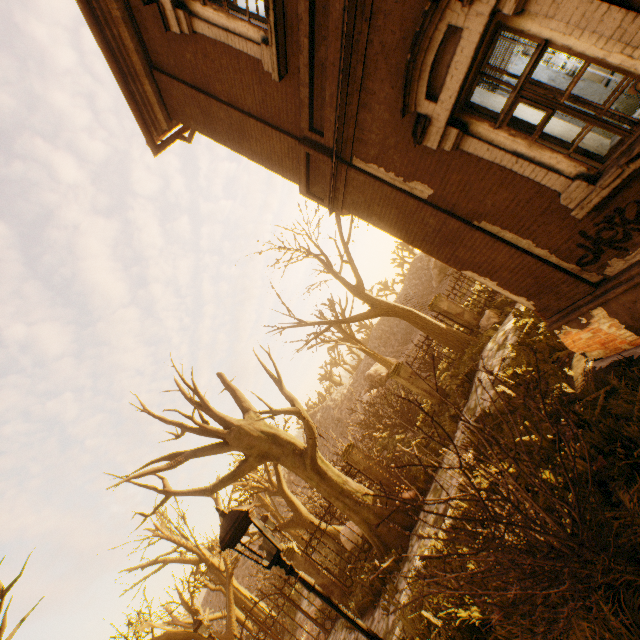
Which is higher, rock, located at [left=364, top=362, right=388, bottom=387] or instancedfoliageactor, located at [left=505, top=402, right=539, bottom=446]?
rock, located at [left=364, top=362, right=388, bottom=387]

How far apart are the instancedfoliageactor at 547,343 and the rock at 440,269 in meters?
39.3

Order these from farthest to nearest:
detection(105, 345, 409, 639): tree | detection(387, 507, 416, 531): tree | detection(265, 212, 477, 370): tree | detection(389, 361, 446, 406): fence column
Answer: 1. detection(389, 361, 446, 406): fence column
2. detection(265, 212, 477, 370): tree
3. detection(105, 345, 409, 639): tree
4. detection(387, 507, 416, 531): tree

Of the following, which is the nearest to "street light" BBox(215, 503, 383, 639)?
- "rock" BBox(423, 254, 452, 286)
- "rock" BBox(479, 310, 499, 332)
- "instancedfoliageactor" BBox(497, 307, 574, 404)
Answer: "instancedfoliageactor" BBox(497, 307, 574, 404)

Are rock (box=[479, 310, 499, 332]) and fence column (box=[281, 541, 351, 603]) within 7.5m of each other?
no

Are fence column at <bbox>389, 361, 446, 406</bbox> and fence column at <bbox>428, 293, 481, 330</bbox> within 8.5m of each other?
yes

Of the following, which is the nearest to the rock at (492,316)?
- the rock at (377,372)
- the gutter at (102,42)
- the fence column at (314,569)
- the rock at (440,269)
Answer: the fence column at (314,569)

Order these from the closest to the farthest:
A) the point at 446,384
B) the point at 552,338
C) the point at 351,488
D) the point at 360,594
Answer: the point at 552,338, the point at 360,594, the point at 351,488, the point at 446,384
